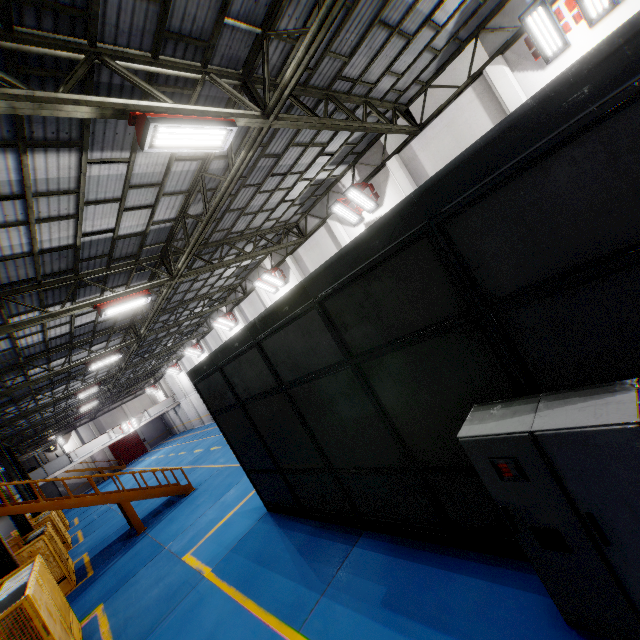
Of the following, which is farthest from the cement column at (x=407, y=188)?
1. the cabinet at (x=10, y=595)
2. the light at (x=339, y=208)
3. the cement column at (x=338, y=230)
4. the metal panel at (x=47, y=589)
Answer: the cabinet at (x=10, y=595)

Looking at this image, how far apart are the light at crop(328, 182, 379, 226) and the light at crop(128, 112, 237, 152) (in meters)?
7.85

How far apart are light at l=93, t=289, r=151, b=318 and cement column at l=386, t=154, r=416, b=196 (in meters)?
10.30

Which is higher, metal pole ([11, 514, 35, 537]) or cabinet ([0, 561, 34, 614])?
metal pole ([11, 514, 35, 537])

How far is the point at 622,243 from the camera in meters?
2.4 m

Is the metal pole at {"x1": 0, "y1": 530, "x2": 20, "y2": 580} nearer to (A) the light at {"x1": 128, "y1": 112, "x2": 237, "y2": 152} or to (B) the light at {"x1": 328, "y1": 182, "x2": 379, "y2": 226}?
(A) the light at {"x1": 128, "y1": 112, "x2": 237, "y2": 152}

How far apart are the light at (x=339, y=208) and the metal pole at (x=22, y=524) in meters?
20.4 m

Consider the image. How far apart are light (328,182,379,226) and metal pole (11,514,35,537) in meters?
20.4 m
